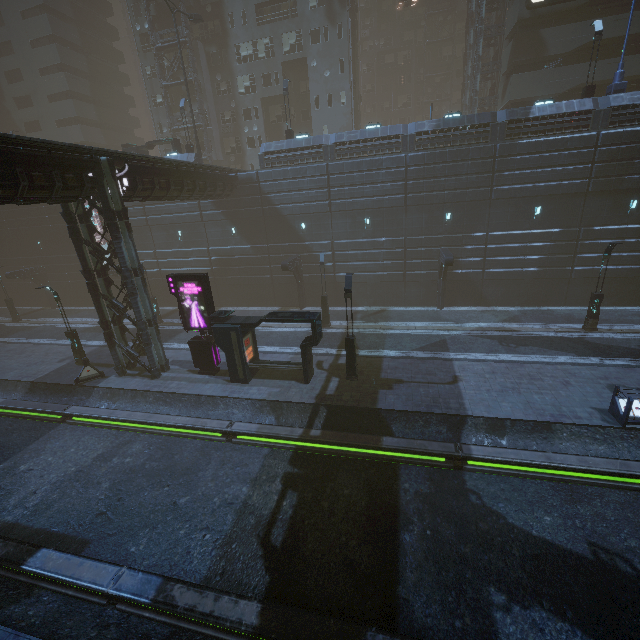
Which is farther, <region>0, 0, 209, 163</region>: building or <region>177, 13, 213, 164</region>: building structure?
<region>0, 0, 209, 163</region>: building

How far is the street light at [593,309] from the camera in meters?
18.8

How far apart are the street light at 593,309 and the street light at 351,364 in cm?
1509

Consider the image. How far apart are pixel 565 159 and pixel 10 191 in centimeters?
3018cm

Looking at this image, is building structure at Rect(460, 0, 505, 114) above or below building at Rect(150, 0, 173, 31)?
below

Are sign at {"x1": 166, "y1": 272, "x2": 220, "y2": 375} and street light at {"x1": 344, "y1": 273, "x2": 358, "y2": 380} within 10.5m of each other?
yes

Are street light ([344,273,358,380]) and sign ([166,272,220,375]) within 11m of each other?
yes

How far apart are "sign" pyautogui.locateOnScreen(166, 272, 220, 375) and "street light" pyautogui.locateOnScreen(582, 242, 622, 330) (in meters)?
22.68
